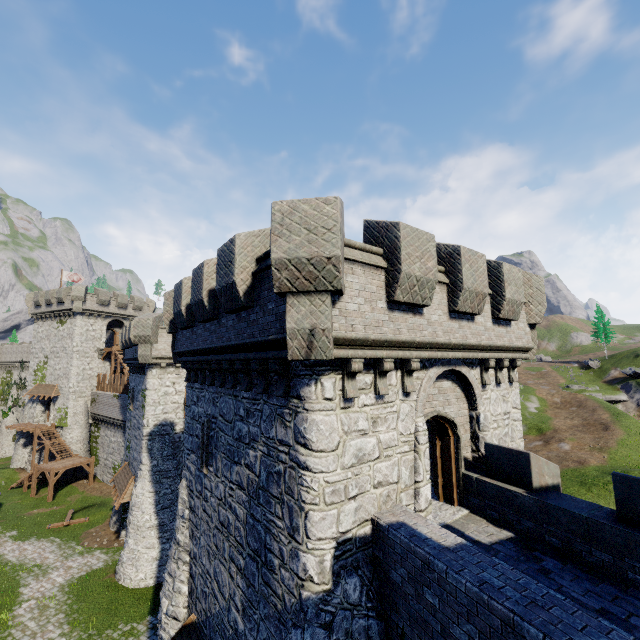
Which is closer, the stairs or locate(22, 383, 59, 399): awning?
the stairs

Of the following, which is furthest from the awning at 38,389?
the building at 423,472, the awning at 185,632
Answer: the awning at 185,632

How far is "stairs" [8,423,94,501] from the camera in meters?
32.6

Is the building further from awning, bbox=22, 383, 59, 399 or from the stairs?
awning, bbox=22, 383, 59, 399

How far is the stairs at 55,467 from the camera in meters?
32.6 m

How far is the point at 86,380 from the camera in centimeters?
4056cm

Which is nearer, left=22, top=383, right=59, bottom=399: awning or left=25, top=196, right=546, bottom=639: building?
left=25, top=196, right=546, bottom=639: building

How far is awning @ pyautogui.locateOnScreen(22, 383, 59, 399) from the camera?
39.31m
